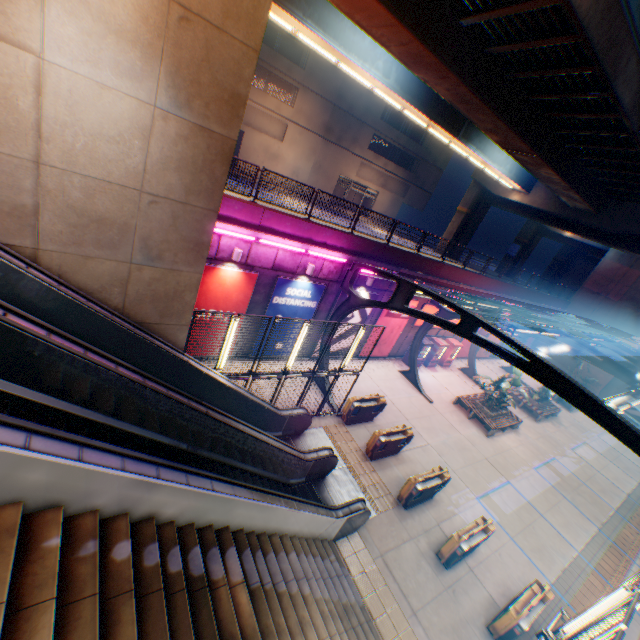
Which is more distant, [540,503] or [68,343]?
[540,503]

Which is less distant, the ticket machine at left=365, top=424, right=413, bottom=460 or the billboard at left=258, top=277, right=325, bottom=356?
the ticket machine at left=365, top=424, right=413, bottom=460

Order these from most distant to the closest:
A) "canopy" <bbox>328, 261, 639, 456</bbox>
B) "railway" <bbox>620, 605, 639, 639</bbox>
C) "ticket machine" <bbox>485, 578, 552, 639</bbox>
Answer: "railway" <bbox>620, 605, 639, 639</bbox>
"ticket machine" <bbox>485, 578, 552, 639</bbox>
"canopy" <bbox>328, 261, 639, 456</bbox>

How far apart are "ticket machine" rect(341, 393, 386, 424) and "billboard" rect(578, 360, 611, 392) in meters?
27.1 m

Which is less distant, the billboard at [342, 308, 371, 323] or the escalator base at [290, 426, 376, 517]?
the escalator base at [290, 426, 376, 517]

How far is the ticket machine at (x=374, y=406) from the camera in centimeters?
1394cm

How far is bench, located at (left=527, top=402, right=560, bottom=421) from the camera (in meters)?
22.23

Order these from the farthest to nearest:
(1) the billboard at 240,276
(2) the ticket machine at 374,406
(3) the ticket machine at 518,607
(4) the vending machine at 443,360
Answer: (4) the vending machine at 443,360
(2) the ticket machine at 374,406
(1) the billboard at 240,276
(3) the ticket machine at 518,607
